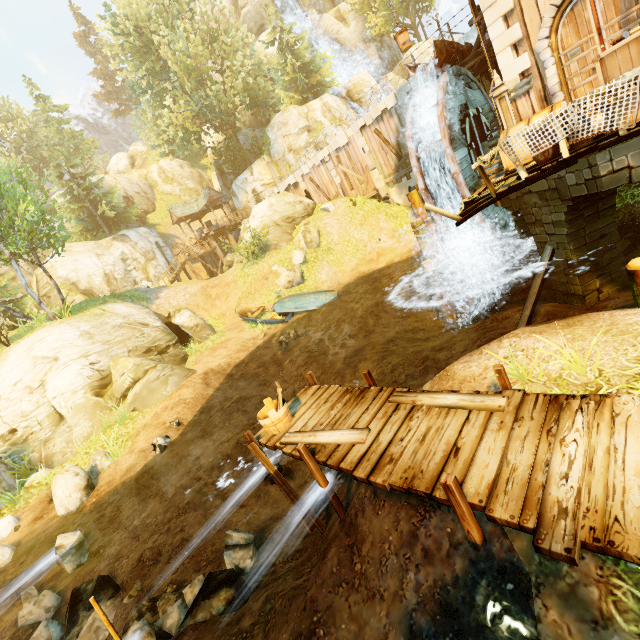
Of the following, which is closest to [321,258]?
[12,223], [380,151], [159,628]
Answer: [380,151]

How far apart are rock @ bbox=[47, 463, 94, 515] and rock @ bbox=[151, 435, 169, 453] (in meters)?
1.54

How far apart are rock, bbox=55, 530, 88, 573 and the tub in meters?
5.6 m

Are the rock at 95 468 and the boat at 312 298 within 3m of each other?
no

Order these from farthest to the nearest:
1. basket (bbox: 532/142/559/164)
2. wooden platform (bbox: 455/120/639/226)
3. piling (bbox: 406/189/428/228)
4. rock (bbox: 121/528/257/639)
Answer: piling (bbox: 406/189/428/228)
basket (bbox: 532/142/559/164)
wooden platform (bbox: 455/120/639/226)
rock (bbox: 121/528/257/639)

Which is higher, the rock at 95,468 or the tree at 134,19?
the tree at 134,19

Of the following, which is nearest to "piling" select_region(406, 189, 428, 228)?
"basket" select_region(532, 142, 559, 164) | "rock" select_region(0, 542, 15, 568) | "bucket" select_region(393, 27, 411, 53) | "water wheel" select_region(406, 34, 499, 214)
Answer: "water wheel" select_region(406, 34, 499, 214)

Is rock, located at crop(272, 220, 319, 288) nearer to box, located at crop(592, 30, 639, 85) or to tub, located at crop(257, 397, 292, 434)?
tub, located at crop(257, 397, 292, 434)
